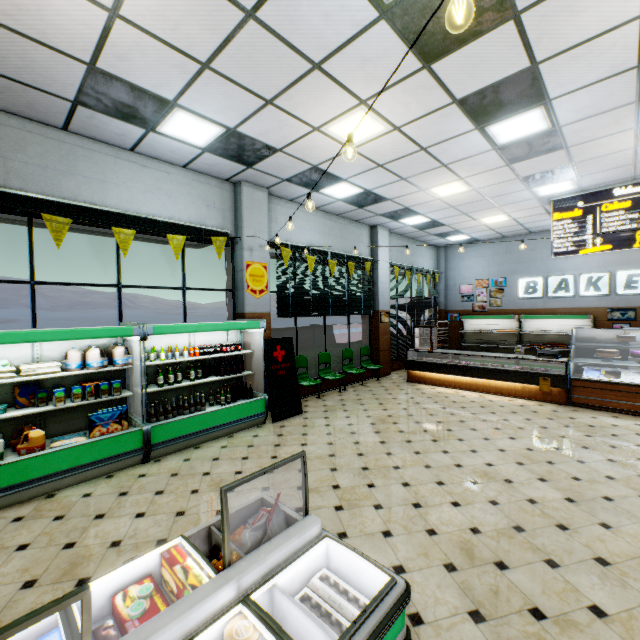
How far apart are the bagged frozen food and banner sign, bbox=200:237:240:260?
4.6 meters

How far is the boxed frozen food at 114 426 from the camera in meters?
4.4 m

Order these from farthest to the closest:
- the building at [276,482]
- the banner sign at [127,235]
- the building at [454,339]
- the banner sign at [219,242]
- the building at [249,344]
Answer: the building at [454,339]
the building at [249,344]
the banner sign at [219,242]
the banner sign at [127,235]
the building at [276,482]

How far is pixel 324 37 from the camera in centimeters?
326cm

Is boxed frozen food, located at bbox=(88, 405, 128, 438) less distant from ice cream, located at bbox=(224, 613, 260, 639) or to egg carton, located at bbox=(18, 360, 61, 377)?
egg carton, located at bbox=(18, 360, 61, 377)

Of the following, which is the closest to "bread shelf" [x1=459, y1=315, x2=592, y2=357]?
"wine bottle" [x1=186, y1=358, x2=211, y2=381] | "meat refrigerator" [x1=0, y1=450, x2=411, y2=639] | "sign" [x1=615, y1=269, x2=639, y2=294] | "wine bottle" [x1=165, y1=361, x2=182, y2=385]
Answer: "sign" [x1=615, y1=269, x2=639, y2=294]

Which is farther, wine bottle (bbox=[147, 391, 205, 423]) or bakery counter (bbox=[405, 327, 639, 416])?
bakery counter (bbox=[405, 327, 639, 416])

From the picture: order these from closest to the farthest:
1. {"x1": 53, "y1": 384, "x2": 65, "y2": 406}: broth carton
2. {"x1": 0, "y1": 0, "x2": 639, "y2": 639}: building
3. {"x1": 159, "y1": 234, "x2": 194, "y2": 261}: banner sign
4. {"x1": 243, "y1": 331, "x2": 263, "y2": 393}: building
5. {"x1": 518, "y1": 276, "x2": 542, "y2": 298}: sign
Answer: {"x1": 0, "y1": 0, "x2": 639, "y2": 639}: building → {"x1": 53, "y1": 384, "x2": 65, "y2": 406}: broth carton → {"x1": 159, "y1": 234, "x2": 194, "y2": 261}: banner sign → {"x1": 243, "y1": 331, "x2": 263, "y2": 393}: building → {"x1": 518, "y1": 276, "x2": 542, "y2": 298}: sign
